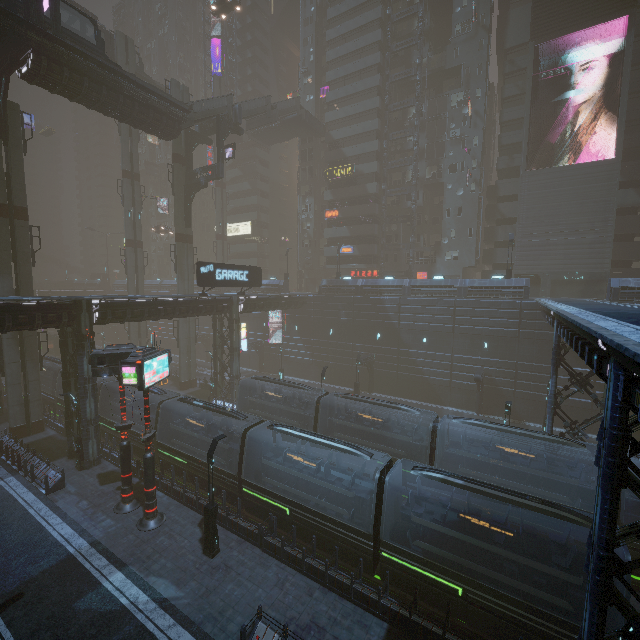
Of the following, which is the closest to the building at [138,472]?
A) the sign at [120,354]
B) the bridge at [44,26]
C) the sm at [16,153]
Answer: the bridge at [44,26]

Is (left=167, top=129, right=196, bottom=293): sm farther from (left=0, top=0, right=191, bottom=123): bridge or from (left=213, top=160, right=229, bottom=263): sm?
(left=213, top=160, right=229, bottom=263): sm

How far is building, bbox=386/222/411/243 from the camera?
49.3 meters

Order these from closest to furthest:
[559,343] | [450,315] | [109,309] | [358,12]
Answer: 1. [559,343]
2. [109,309]
3. [450,315]
4. [358,12]

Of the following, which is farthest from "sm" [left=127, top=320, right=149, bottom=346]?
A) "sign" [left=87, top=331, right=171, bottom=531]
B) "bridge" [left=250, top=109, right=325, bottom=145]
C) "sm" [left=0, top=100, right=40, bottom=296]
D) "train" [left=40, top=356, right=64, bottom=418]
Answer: "sign" [left=87, top=331, right=171, bottom=531]

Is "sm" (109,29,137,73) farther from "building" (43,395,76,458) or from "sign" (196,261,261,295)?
"sign" (196,261,261,295)

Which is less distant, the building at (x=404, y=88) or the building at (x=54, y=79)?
the building at (x=54, y=79)

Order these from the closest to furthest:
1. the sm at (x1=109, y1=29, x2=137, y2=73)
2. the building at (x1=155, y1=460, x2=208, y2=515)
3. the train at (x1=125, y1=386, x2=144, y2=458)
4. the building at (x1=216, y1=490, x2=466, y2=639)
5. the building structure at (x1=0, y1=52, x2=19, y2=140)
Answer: the building at (x1=216, y1=490, x2=466, y2=639) < the building at (x1=155, y1=460, x2=208, y2=515) < the building structure at (x1=0, y1=52, x2=19, y2=140) < the train at (x1=125, y1=386, x2=144, y2=458) < the sm at (x1=109, y1=29, x2=137, y2=73)
